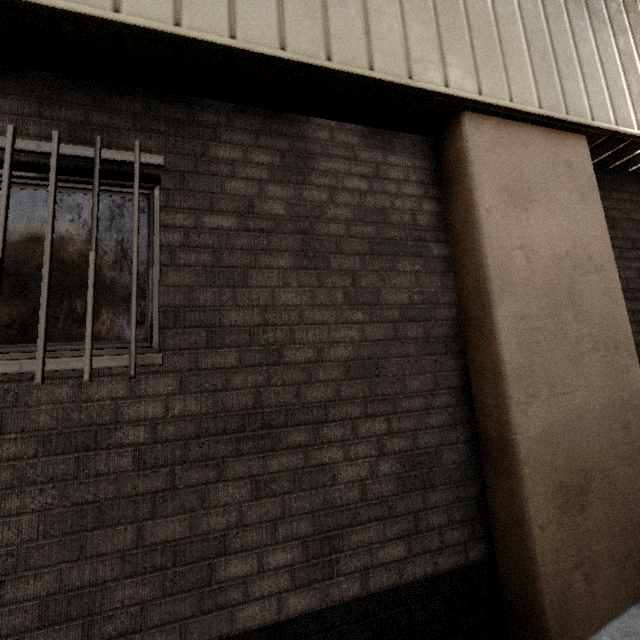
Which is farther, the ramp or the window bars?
the window bars

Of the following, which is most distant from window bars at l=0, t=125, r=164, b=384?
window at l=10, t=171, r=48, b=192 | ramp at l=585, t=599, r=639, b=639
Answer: ramp at l=585, t=599, r=639, b=639

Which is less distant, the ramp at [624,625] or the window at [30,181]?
the ramp at [624,625]

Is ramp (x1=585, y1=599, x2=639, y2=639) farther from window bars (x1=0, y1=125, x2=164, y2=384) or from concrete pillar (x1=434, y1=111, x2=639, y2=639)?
window bars (x1=0, y1=125, x2=164, y2=384)

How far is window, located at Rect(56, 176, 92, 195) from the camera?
1.9m

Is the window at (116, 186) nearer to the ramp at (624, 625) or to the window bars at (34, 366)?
the window bars at (34, 366)

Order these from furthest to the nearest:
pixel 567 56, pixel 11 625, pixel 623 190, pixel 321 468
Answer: pixel 623 190, pixel 567 56, pixel 321 468, pixel 11 625
